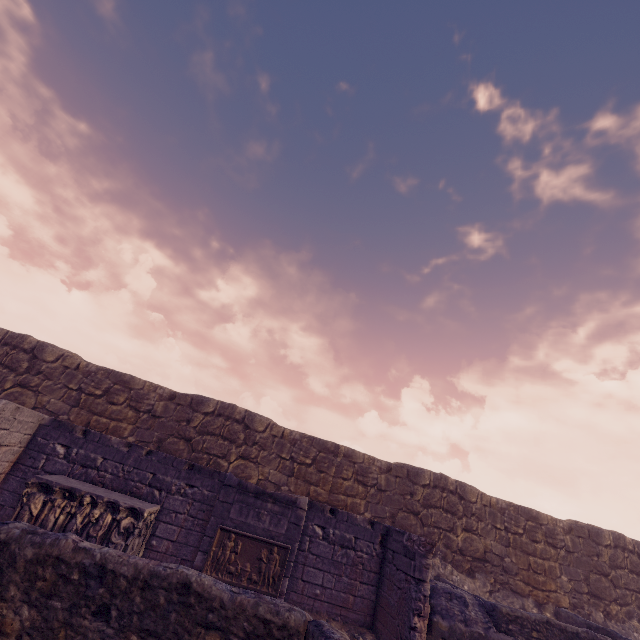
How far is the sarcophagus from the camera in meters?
6.2

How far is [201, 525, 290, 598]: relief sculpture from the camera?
6.3 meters

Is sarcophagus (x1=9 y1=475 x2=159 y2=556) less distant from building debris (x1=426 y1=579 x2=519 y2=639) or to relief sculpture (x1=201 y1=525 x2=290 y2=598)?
relief sculpture (x1=201 y1=525 x2=290 y2=598)

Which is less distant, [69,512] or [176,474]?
[69,512]

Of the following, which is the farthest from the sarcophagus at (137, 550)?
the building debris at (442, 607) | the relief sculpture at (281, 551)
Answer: the building debris at (442, 607)

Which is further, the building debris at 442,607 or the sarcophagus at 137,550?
the building debris at 442,607

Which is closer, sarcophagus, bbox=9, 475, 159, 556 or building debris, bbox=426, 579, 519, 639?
sarcophagus, bbox=9, 475, 159, 556

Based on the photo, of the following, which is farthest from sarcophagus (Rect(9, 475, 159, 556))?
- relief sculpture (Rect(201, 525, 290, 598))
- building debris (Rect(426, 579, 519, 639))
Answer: building debris (Rect(426, 579, 519, 639))
